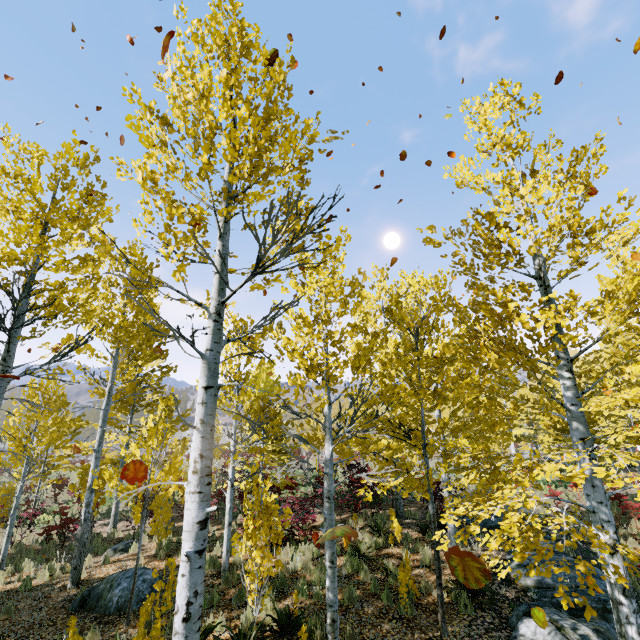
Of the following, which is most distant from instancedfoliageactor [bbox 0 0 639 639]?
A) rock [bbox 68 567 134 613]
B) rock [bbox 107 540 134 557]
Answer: rock [bbox 107 540 134 557]

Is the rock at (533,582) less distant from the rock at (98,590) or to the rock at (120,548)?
the rock at (98,590)

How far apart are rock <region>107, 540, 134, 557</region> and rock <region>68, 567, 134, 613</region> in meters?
3.0 m

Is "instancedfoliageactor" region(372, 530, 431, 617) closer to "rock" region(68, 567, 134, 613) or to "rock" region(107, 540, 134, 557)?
"rock" region(68, 567, 134, 613)

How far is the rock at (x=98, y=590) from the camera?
7.29m

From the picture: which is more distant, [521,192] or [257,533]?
[257,533]

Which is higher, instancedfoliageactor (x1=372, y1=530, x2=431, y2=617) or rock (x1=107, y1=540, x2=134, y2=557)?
instancedfoliageactor (x1=372, y1=530, x2=431, y2=617)
